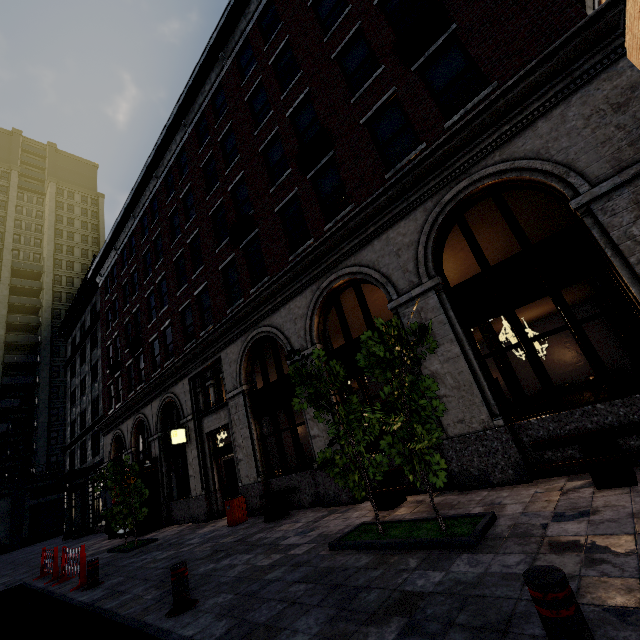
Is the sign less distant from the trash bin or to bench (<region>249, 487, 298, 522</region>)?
the trash bin

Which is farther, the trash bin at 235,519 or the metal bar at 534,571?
the trash bin at 235,519

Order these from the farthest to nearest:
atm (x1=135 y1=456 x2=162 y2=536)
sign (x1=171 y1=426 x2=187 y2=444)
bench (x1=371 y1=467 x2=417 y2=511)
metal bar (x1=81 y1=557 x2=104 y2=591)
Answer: atm (x1=135 y1=456 x2=162 y2=536)
sign (x1=171 y1=426 x2=187 y2=444)
metal bar (x1=81 y1=557 x2=104 y2=591)
bench (x1=371 y1=467 x2=417 y2=511)

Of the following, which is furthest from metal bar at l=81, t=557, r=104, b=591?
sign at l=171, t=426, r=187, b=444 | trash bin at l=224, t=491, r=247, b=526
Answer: sign at l=171, t=426, r=187, b=444

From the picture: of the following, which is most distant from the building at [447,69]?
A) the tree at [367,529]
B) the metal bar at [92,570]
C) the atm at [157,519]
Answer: the metal bar at [92,570]

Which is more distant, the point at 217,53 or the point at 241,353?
the point at 217,53

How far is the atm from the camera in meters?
14.7

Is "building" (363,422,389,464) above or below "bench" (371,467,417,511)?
above
